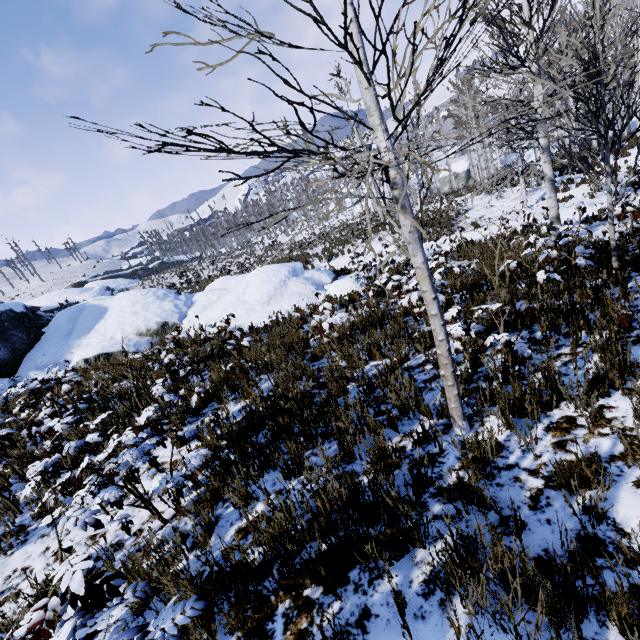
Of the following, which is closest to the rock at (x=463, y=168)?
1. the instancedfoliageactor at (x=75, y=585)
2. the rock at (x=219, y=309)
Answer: the rock at (x=219, y=309)

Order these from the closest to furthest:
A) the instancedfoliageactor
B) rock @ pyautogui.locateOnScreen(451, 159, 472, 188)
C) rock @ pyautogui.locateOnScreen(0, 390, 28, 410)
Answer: the instancedfoliageactor → rock @ pyautogui.locateOnScreen(0, 390, 28, 410) → rock @ pyautogui.locateOnScreen(451, 159, 472, 188)

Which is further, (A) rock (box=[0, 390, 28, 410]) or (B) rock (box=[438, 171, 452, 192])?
(B) rock (box=[438, 171, 452, 192])

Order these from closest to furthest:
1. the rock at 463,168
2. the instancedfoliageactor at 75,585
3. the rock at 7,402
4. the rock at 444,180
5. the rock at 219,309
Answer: the instancedfoliageactor at 75,585 → the rock at 7,402 → the rock at 219,309 → the rock at 463,168 → the rock at 444,180

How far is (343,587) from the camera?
2.2m

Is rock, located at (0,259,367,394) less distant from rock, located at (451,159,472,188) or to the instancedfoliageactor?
the instancedfoliageactor

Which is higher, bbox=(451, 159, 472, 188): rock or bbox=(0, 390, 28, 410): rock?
bbox=(0, 390, 28, 410): rock
